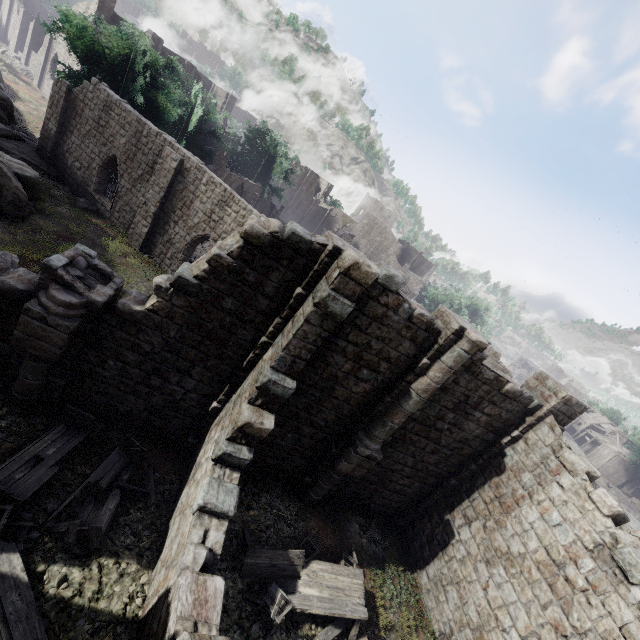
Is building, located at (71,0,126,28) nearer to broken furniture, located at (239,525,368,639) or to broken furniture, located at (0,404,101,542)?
broken furniture, located at (0,404,101,542)

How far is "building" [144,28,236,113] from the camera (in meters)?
34.91

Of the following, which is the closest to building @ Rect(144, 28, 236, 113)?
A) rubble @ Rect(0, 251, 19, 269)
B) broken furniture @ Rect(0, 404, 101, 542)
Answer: rubble @ Rect(0, 251, 19, 269)

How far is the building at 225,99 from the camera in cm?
3491

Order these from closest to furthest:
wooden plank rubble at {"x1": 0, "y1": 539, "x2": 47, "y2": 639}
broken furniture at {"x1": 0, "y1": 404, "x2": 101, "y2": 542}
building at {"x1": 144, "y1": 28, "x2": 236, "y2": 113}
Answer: wooden plank rubble at {"x1": 0, "y1": 539, "x2": 47, "y2": 639} → broken furniture at {"x1": 0, "y1": 404, "x2": 101, "y2": 542} → building at {"x1": 144, "y1": 28, "x2": 236, "y2": 113}

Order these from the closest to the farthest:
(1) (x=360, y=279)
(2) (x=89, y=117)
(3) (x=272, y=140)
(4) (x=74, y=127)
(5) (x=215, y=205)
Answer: (1) (x=360, y=279), (5) (x=215, y=205), (2) (x=89, y=117), (4) (x=74, y=127), (3) (x=272, y=140)

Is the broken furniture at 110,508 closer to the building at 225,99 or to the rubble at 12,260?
the building at 225,99

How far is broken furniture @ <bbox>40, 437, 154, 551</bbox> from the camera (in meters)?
6.74
